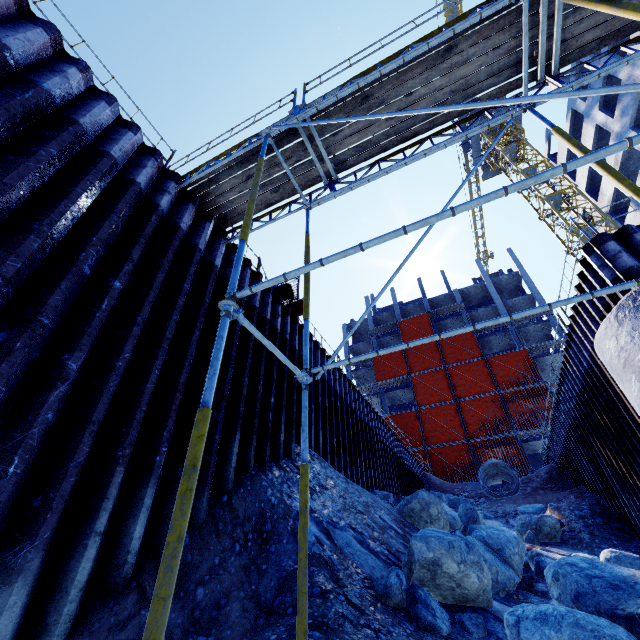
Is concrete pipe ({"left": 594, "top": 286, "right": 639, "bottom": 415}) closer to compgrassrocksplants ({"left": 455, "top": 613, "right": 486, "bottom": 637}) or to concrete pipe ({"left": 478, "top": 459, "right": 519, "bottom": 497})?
compgrassrocksplants ({"left": 455, "top": 613, "right": 486, "bottom": 637})

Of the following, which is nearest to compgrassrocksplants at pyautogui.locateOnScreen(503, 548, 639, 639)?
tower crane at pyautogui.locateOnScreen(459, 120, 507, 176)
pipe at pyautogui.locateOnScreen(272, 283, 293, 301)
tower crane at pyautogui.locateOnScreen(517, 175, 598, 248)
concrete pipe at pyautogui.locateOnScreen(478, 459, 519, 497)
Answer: pipe at pyautogui.locateOnScreen(272, 283, 293, 301)

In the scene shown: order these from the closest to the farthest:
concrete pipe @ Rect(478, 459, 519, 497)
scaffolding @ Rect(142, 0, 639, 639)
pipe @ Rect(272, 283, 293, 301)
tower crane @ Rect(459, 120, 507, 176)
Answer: scaffolding @ Rect(142, 0, 639, 639)
pipe @ Rect(272, 283, 293, 301)
concrete pipe @ Rect(478, 459, 519, 497)
tower crane @ Rect(459, 120, 507, 176)

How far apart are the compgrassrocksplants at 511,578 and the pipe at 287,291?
6.6m

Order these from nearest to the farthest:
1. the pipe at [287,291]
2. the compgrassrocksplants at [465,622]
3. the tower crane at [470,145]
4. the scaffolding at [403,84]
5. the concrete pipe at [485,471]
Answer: the scaffolding at [403,84]
the compgrassrocksplants at [465,622]
the pipe at [287,291]
the concrete pipe at [485,471]
the tower crane at [470,145]

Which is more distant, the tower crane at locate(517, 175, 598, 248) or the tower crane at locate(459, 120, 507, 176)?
the tower crane at locate(459, 120, 507, 176)

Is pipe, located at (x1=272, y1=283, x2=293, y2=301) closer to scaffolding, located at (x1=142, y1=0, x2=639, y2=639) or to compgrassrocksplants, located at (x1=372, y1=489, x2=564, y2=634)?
scaffolding, located at (x1=142, y1=0, x2=639, y2=639)

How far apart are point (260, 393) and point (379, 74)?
6.0m
